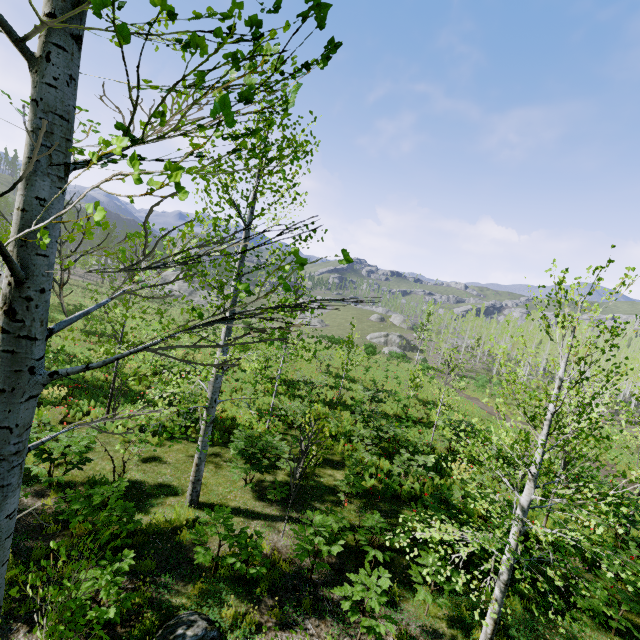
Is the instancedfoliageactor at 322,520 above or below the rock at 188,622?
above

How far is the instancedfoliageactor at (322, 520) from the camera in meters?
6.2

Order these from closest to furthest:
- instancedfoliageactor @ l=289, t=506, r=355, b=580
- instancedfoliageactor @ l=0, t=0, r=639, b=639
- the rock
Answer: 1. instancedfoliageactor @ l=0, t=0, r=639, b=639
2. the rock
3. instancedfoliageactor @ l=289, t=506, r=355, b=580

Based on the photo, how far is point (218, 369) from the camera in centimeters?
188cm

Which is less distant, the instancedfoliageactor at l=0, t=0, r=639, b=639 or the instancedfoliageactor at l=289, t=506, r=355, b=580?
the instancedfoliageactor at l=0, t=0, r=639, b=639

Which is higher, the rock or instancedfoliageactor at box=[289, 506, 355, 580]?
instancedfoliageactor at box=[289, 506, 355, 580]

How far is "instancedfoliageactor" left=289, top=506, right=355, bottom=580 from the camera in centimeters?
616cm

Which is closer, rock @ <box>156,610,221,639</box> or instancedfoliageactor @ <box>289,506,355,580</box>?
rock @ <box>156,610,221,639</box>
